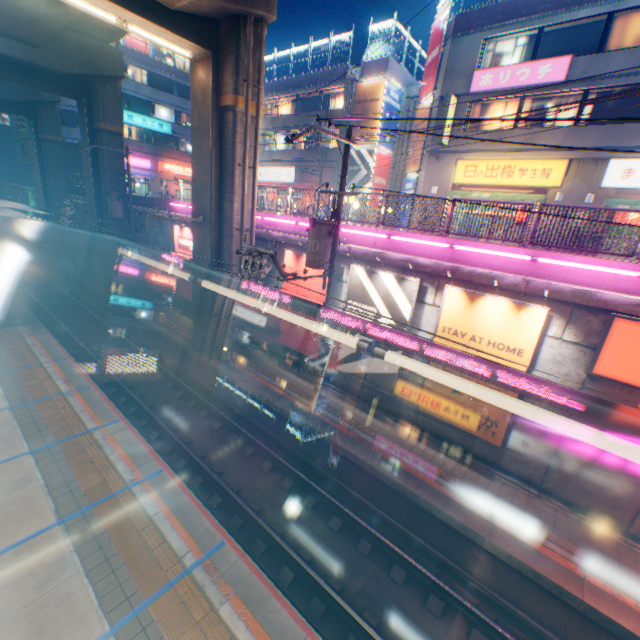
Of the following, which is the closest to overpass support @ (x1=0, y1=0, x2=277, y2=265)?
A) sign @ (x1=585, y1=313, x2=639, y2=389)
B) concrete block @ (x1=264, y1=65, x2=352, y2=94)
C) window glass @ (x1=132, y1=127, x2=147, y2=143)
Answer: window glass @ (x1=132, y1=127, x2=147, y2=143)

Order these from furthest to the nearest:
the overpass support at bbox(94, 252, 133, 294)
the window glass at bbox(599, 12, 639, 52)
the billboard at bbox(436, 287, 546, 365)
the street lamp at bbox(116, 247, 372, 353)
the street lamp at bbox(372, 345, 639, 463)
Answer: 1. the overpass support at bbox(94, 252, 133, 294)
2. the window glass at bbox(599, 12, 639, 52)
3. the billboard at bbox(436, 287, 546, 365)
4. the street lamp at bbox(116, 247, 372, 353)
5. the street lamp at bbox(372, 345, 639, 463)

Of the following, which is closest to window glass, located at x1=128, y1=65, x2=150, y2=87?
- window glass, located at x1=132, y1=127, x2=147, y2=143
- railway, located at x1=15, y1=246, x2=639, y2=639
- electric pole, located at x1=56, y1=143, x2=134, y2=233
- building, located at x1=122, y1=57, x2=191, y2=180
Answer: building, located at x1=122, y1=57, x2=191, y2=180

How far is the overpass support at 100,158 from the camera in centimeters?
2100cm

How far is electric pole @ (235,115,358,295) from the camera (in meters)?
8.72

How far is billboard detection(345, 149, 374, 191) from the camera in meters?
25.8

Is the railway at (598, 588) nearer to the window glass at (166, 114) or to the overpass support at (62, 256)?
the overpass support at (62, 256)

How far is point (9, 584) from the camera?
6.1m
